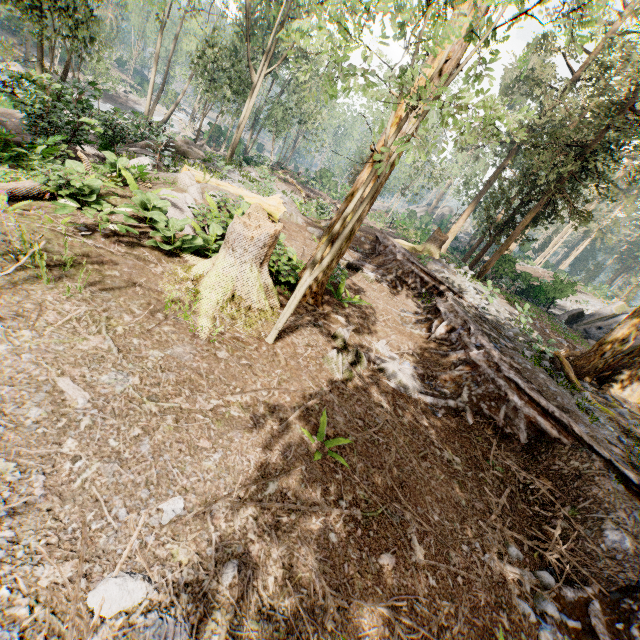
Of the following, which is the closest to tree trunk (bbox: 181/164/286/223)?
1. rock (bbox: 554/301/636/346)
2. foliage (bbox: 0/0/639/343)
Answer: foliage (bbox: 0/0/639/343)

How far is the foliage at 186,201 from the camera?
7.2 meters

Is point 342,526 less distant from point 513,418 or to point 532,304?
point 513,418

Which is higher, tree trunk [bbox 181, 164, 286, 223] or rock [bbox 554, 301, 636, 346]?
rock [bbox 554, 301, 636, 346]

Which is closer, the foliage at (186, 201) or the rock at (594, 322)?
the foliage at (186, 201)

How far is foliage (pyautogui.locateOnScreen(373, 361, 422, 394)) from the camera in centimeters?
727cm

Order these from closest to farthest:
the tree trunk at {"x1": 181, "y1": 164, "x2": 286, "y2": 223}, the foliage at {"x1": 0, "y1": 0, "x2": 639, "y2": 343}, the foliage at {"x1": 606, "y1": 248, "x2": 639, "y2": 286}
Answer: the foliage at {"x1": 0, "y1": 0, "x2": 639, "y2": 343}, the tree trunk at {"x1": 181, "y1": 164, "x2": 286, "y2": 223}, the foliage at {"x1": 606, "y1": 248, "x2": 639, "y2": 286}

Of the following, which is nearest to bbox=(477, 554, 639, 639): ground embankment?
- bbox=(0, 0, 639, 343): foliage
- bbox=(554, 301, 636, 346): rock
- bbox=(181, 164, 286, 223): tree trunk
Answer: bbox=(0, 0, 639, 343): foliage
